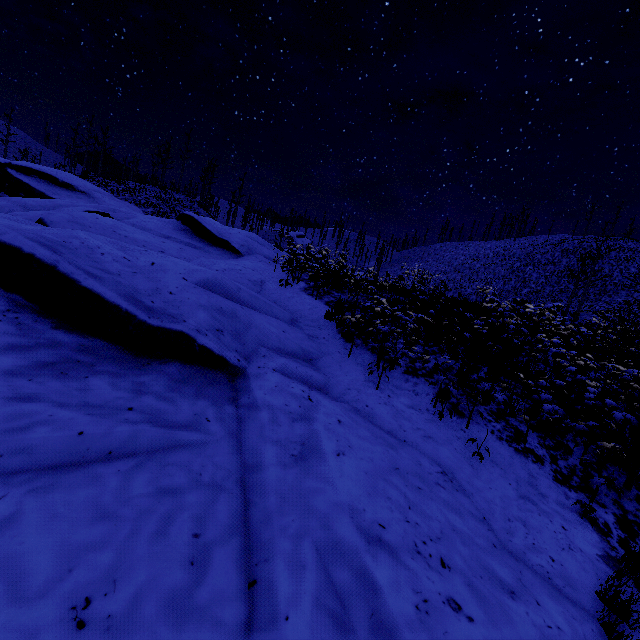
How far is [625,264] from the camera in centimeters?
4941cm
